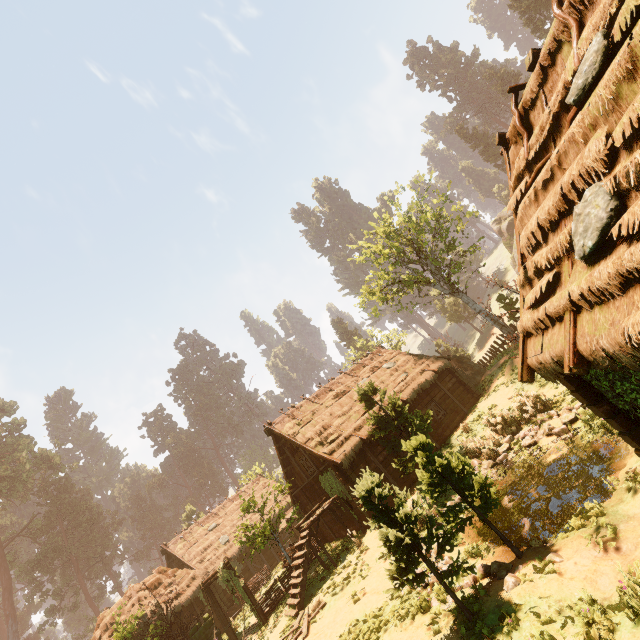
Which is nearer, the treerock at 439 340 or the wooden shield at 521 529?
the wooden shield at 521 529

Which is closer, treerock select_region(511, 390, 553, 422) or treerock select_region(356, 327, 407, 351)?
treerock select_region(511, 390, 553, 422)

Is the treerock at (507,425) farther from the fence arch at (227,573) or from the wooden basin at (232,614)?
the wooden basin at (232,614)

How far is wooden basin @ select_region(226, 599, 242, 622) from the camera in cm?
2339

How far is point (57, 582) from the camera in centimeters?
5059cm

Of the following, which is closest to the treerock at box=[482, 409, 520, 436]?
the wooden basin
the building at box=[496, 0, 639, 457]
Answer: the building at box=[496, 0, 639, 457]

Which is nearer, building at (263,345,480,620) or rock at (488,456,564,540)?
rock at (488,456,564,540)

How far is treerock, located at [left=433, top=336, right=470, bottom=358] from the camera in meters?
41.7 m
